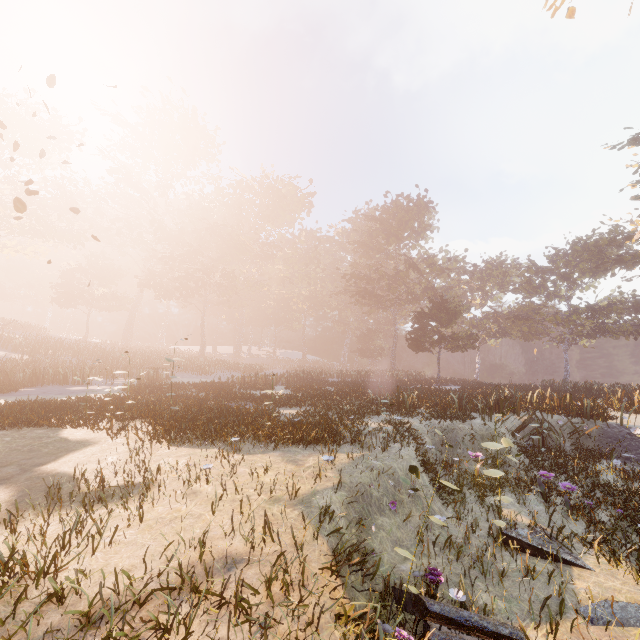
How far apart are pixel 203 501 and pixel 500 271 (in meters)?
53.80
